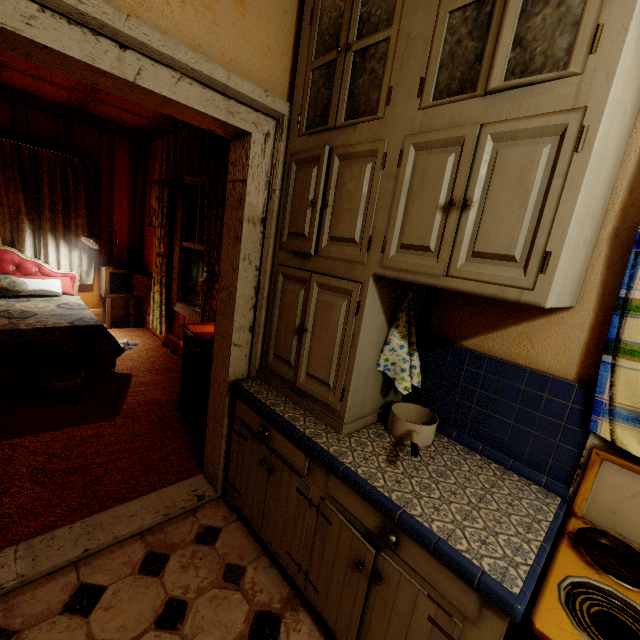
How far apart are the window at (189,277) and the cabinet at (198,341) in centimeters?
62cm

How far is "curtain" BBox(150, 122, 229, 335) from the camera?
2.89m

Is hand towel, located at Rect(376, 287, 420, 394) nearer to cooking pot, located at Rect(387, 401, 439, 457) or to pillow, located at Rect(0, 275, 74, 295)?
cooking pot, located at Rect(387, 401, 439, 457)

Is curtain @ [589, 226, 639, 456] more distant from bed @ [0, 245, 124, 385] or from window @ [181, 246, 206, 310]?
bed @ [0, 245, 124, 385]

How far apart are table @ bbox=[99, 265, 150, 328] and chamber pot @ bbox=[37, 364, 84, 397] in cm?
190

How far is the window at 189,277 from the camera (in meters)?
3.70

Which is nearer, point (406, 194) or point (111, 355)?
point (406, 194)

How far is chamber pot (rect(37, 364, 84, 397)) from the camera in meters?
2.8
